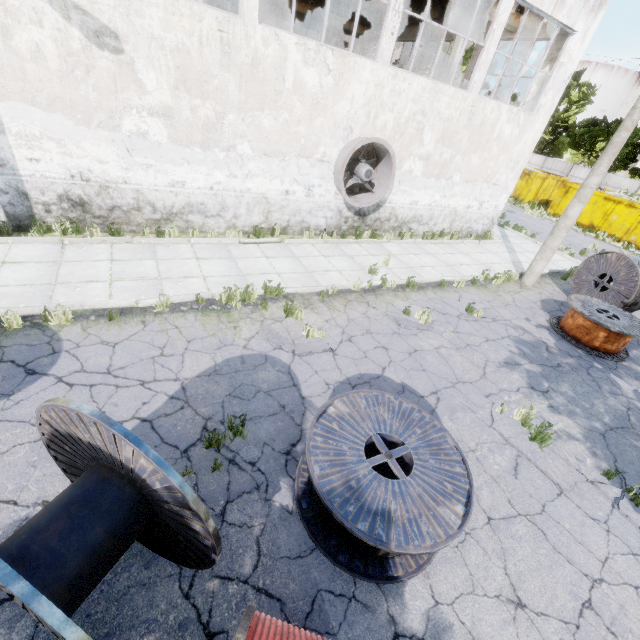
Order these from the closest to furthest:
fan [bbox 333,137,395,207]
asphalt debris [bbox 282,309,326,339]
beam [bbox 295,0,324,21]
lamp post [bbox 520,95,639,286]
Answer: asphalt debris [bbox 282,309,326,339] → lamp post [bbox 520,95,639,286] → fan [bbox 333,137,395,207] → beam [bbox 295,0,324,21]

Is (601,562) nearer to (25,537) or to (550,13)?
(25,537)

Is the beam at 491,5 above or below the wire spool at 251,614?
above

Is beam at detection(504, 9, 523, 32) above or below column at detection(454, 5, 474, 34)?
above

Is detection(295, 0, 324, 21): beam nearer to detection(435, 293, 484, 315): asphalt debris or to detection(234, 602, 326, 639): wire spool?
detection(435, 293, 484, 315): asphalt debris

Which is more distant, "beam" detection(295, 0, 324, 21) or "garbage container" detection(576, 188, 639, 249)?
"garbage container" detection(576, 188, 639, 249)

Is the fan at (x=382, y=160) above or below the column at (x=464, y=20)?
below

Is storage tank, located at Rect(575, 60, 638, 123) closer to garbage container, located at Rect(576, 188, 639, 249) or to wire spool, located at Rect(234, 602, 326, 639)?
garbage container, located at Rect(576, 188, 639, 249)
